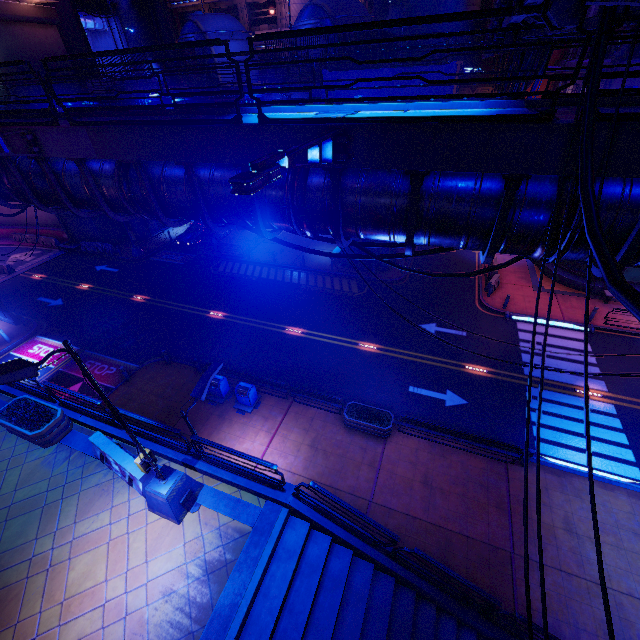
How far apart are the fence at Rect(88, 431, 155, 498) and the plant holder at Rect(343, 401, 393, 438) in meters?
7.9 m

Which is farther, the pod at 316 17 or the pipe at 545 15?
the pod at 316 17

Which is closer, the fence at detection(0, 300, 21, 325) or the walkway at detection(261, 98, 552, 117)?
the walkway at detection(261, 98, 552, 117)

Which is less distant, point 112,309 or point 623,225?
point 623,225

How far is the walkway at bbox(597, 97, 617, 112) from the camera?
6.21m

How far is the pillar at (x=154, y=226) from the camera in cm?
3500

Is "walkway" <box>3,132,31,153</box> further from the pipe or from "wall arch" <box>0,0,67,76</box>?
the pipe

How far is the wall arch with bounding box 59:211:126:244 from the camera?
32.12m
